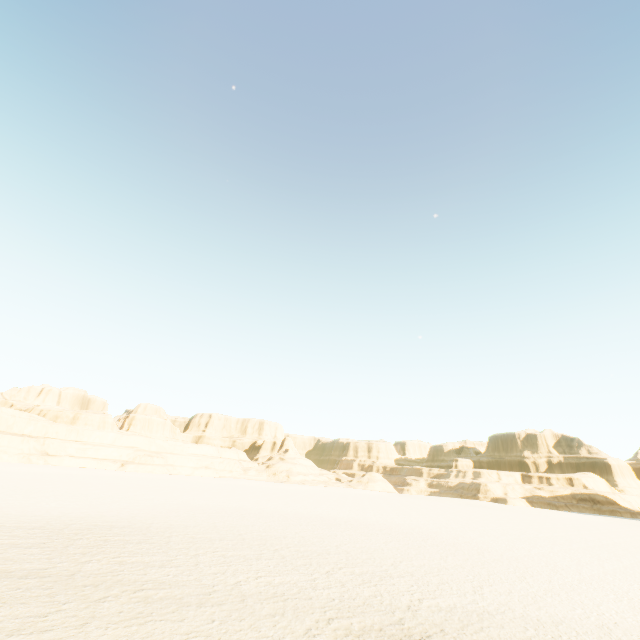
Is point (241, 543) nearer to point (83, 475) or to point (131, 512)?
point (131, 512)
